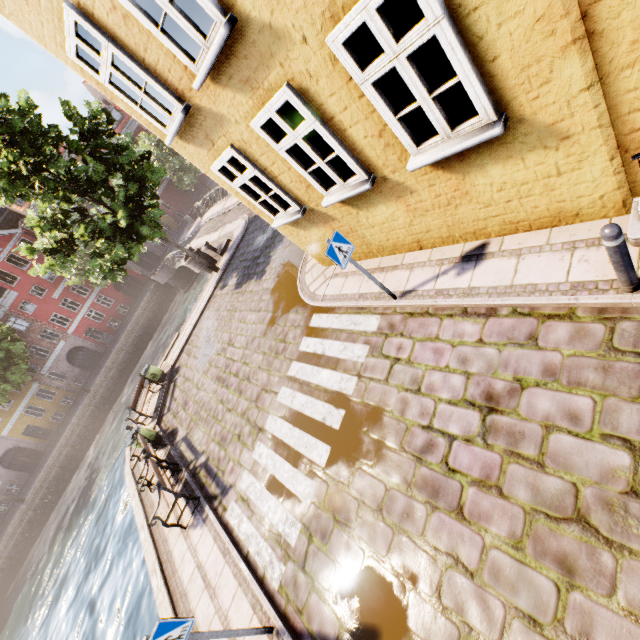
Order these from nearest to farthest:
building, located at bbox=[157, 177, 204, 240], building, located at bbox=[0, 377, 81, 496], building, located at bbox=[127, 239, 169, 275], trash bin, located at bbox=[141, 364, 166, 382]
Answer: trash bin, located at bbox=[141, 364, 166, 382] < building, located at bbox=[0, 377, 81, 496] < building, located at bbox=[127, 239, 169, 275] < building, located at bbox=[157, 177, 204, 240]

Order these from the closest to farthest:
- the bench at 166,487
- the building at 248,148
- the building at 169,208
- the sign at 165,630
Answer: the building at 248,148 → the sign at 165,630 → the bench at 166,487 → the building at 169,208

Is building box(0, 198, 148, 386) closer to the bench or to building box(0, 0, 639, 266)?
the bench

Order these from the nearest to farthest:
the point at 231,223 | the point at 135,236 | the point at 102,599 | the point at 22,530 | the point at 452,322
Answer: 1. the point at 452,322
2. the point at 135,236
3. the point at 102,599
4. the point at 231,223
5. the point at 22,530

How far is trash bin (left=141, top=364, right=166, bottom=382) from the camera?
14.9m

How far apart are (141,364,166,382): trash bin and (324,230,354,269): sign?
12.9m

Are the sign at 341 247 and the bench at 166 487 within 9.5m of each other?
yes

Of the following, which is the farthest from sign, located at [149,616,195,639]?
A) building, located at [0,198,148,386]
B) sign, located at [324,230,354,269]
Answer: building, located at [0,198,148,386]
